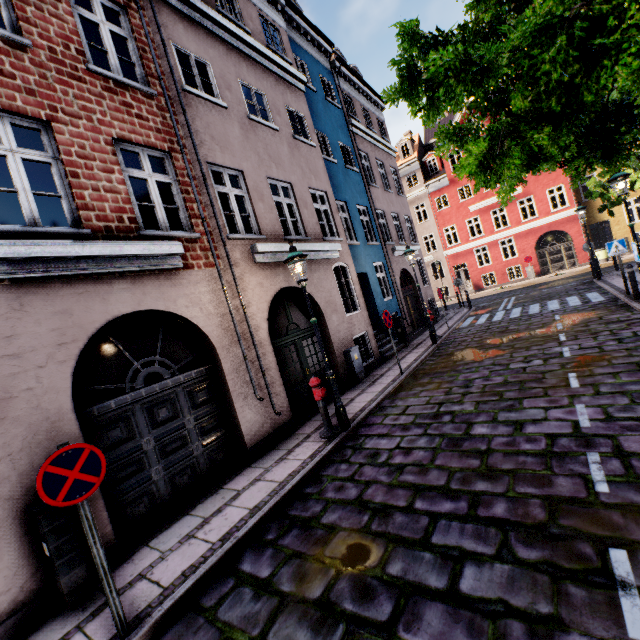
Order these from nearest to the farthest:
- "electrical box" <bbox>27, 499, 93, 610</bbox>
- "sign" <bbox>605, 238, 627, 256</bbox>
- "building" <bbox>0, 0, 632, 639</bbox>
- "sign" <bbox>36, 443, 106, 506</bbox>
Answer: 1. "sign" <bbox>36, 443, 106, 506</bbox>
2. "electrical box" <bbox>27, 499, 93, 610</bbox>
3. "building" <bbox>0, 0, 632, 639</bbox>
4. "sign" <bbox>605, 238, 627, 256</bbox>

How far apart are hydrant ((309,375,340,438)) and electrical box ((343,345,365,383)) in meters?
3.3 m

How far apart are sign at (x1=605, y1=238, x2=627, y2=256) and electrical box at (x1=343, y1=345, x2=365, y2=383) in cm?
939

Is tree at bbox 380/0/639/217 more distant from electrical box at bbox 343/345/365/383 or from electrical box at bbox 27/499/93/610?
electrical box at bbox 27/499/93/610

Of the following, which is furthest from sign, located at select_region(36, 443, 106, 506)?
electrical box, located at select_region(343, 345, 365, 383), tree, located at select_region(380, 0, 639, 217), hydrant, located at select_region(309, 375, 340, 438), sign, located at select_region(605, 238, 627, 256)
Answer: sign, located at select_region(605, 238, 627, 256)

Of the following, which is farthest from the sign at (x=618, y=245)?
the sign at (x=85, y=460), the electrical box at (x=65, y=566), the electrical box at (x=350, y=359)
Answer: the electrical box at (x=65, y=566)

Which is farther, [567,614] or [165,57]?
[165,57]

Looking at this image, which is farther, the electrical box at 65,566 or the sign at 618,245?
the sign at 618,245
